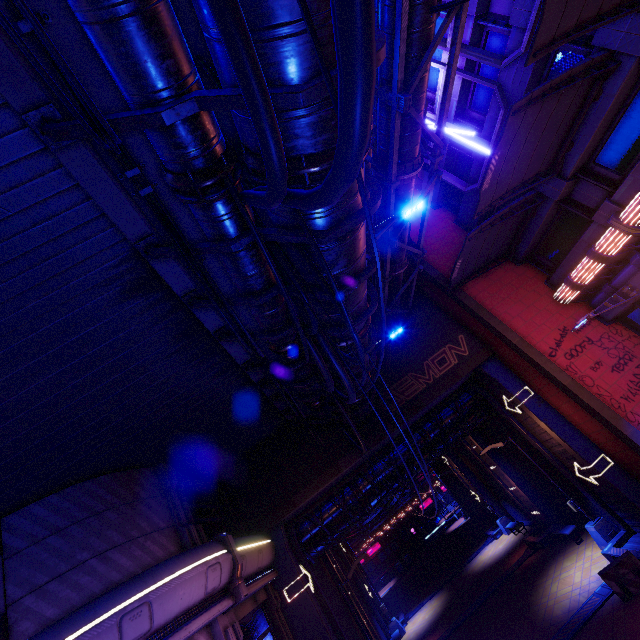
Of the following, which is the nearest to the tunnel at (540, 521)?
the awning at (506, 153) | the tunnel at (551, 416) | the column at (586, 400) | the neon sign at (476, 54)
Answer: the tunnel at (551, 416)

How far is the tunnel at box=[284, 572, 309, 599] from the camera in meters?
12.9

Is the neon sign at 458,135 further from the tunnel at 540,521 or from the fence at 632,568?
the fence at 632,568

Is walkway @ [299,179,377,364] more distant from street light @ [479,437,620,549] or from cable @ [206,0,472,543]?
street light @ [479,437,620,549]

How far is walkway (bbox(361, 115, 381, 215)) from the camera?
4.60m

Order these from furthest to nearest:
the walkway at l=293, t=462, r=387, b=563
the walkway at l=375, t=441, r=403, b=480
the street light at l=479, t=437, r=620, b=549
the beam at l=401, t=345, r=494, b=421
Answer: the walkway at l=375, t=441, r=403, b=480 < the walkway at l=293, t=462, r=387, b=563 < the beam at l=401, t=345, r=494, b=421 < the street light at l=479, t=437, r=620, b=549

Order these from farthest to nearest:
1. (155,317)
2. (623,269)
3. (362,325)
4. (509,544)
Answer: (509,544) < (623,269) < (362,325) < (155,317)
